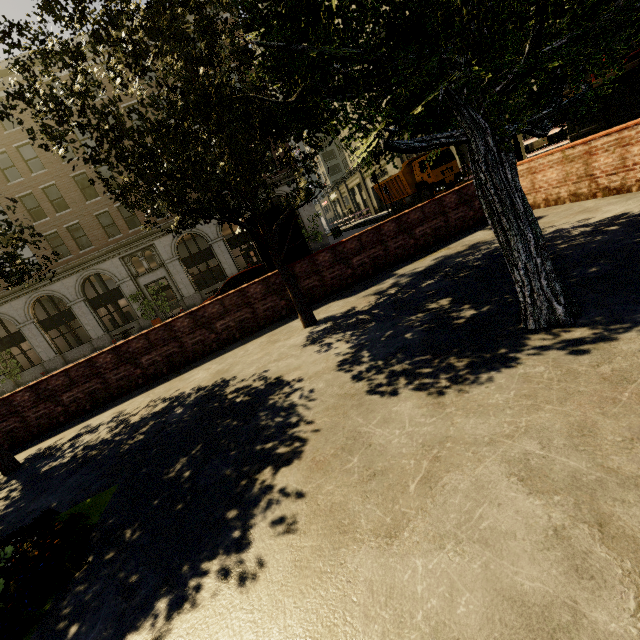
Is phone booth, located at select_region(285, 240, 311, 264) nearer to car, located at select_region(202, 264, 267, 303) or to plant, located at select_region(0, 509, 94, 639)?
car, located at select_region(202, 264, 267, 303)

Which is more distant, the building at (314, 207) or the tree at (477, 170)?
the building at (314, 207)

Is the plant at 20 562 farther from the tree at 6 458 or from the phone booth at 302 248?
the phone booth at 302 248

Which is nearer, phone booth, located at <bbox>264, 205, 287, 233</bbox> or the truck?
phone booth, located at <bbox>264, 205, 287, 233</bbox>

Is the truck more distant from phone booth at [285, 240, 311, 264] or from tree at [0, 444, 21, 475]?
phone booth at [285, 240, 311, 264]

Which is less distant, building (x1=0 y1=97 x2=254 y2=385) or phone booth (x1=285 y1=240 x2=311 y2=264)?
phone booth (x1=285 y1=240 x2=311 y2=264)

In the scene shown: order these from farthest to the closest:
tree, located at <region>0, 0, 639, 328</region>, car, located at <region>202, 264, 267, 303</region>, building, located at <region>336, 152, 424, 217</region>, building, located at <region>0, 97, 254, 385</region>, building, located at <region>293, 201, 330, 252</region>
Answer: building, located at <region>336, 152, 424, 217</region>
building, located at <region>293, 201, 330, 252</region>
building, located at <region>0, 97, 254, 385</region>
car, located at <region>202, 264, 267, 303</region>
tree, located at <region>0, 0, 639, 328</region>

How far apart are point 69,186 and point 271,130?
26.3m
